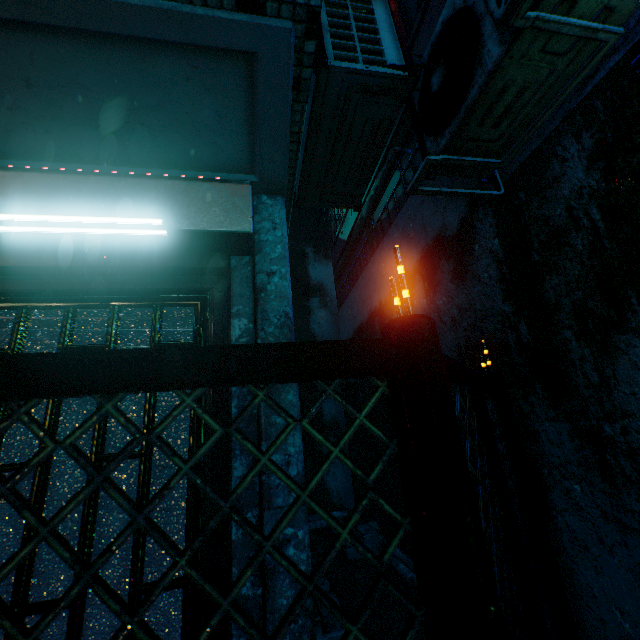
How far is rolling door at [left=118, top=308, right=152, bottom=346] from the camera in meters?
1.6

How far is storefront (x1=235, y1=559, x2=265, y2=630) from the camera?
1.2 meters

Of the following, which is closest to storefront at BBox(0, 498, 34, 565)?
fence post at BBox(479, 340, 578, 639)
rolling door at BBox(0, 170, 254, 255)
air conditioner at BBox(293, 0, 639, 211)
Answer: rolling door at BBox(0, 170, 254, 255)

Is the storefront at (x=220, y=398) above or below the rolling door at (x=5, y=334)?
below

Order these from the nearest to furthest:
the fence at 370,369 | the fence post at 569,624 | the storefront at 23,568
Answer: the fence at 370,369 → the storefront at 23,568 → the fence post at 569,624

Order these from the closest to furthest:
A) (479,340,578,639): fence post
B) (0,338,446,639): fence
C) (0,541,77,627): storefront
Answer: (0,338,446,639): fence < (0,541,77,627): storefront < (479,340,578,639): fence post

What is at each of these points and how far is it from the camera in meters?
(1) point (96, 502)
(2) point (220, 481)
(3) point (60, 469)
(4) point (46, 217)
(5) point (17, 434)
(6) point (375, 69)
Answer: (1) storefront, 1.3 m
(2) storefront, 1.4 m
(3) storefront, 1.7 m
(4) fluorescent light, 1.2 m
(5) storefront, 1.7 m
(6) air conditioner, 1.8 m
